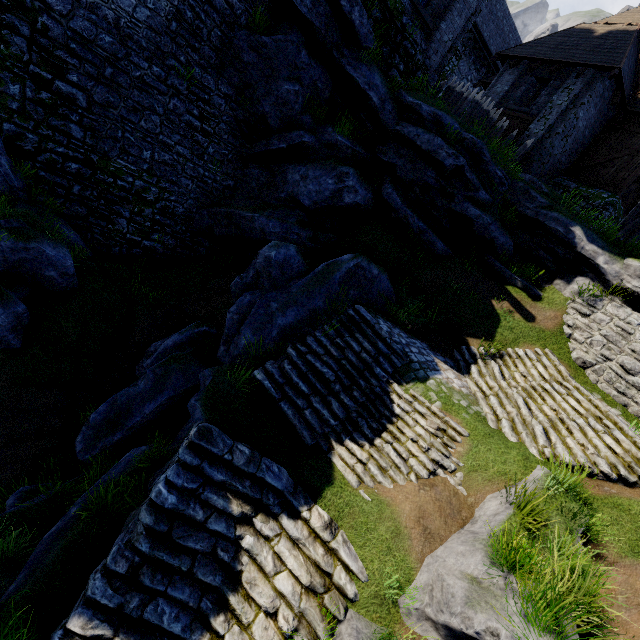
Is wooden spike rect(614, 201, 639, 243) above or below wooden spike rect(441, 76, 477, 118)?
below

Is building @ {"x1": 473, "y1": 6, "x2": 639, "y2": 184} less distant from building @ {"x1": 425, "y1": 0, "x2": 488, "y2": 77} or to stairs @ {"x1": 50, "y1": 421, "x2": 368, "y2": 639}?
building @ {"x1": 425, "y1": 0, "x2": 488, "y2": 77}

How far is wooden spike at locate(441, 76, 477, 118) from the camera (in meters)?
14.46

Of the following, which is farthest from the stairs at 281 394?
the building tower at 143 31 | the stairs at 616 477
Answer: the building tower at 143 31

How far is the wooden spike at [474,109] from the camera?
14.4m

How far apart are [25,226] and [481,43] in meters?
35.1 m

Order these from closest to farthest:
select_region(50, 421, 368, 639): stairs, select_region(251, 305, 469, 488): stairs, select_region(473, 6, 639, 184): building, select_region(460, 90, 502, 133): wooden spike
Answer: select_region(50, 421, 368, 639): stairs → select_region(251, 305, 469, 488): stairs → select_region(460, 90, 502, 133): wooden spike → select_region(473, 6, 639, 184): building
